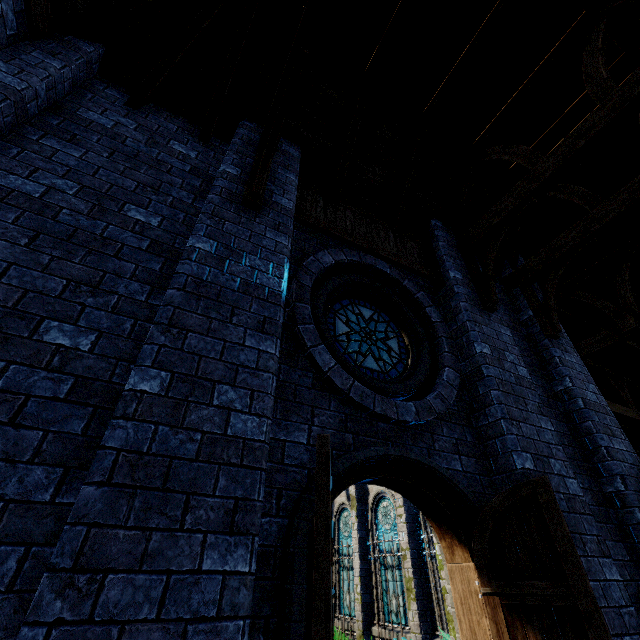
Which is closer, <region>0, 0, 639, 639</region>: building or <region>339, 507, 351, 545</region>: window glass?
<region>0, 0, 639, 639</region>: building

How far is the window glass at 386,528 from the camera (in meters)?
11.79

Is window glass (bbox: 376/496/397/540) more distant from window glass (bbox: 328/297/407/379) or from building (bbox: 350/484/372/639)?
window glass (bbox: 328/297/407/379)

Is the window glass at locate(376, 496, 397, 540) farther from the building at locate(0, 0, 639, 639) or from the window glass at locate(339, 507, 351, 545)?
the window glass at locate(339, 507, 351, 545)

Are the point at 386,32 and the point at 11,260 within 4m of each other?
no

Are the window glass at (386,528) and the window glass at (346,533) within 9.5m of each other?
yes

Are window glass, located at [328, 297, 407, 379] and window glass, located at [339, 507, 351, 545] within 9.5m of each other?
no
